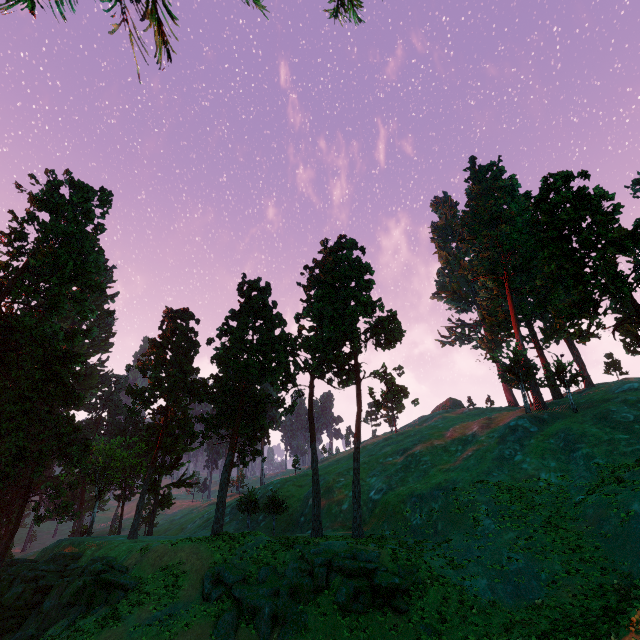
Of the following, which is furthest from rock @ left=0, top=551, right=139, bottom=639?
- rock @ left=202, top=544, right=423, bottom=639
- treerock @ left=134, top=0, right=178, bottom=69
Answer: rock @ left=202, top=544, right=423, bottom=639

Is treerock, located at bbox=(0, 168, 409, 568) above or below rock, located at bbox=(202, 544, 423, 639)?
above

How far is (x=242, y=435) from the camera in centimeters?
4606cm

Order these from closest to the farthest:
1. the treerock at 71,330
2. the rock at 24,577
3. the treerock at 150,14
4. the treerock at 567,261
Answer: the treerock at 150,14 → the treerock at 567,261 → the rock at 24,577 → the treerock at 71,330

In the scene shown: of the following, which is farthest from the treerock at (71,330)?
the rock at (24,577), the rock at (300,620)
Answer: the rock at (300,620)

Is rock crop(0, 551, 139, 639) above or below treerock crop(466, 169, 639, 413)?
below
